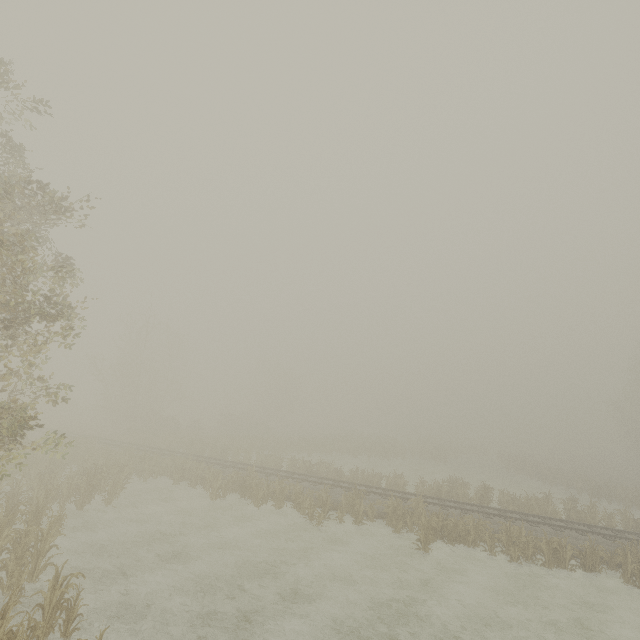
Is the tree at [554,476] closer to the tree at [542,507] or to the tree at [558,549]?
the tree at [542,507]

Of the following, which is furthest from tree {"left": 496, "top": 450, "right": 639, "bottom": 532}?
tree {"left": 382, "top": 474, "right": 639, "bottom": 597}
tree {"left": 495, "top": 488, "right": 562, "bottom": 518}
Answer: tree {"left": 382, "top": 474, "right": 639, "bottom": 597}

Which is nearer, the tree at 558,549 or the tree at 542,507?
the tree at 558,549

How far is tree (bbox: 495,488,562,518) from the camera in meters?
22.1

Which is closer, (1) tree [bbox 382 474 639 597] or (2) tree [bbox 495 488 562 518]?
(1) tree [bbox 382 474 639 597]

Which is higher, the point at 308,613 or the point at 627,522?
the point at 627,522
